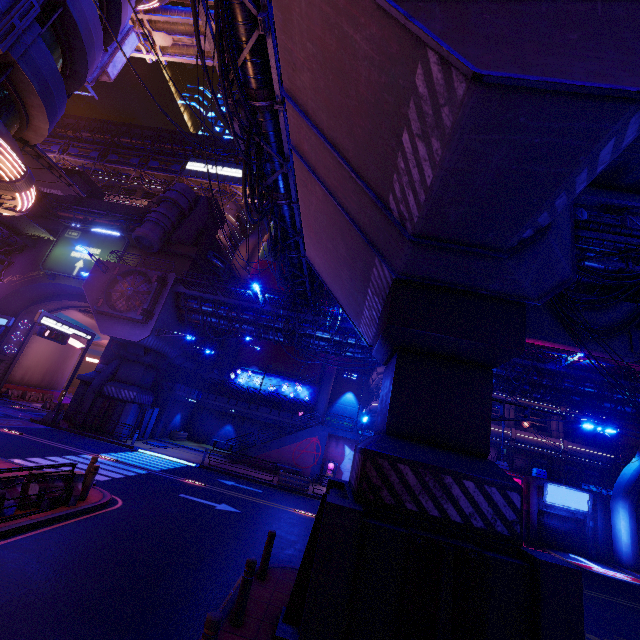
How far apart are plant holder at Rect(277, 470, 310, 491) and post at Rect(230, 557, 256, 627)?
16.4 meters

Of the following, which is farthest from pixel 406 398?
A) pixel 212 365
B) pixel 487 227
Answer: pixel 212 365

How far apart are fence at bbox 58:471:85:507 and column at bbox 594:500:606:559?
35.1 meters

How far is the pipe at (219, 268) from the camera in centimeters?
3850cm

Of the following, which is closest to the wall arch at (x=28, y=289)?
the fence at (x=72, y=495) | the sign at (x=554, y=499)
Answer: the fence at (x=72, y=495)

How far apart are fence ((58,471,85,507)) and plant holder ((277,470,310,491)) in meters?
14.0 m

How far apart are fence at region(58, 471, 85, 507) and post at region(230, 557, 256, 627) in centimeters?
675cm

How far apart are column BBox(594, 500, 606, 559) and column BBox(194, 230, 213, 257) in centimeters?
4352cm
